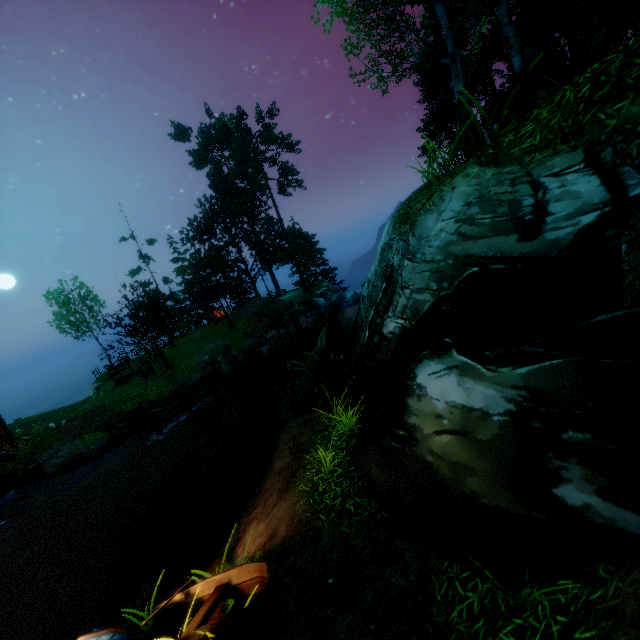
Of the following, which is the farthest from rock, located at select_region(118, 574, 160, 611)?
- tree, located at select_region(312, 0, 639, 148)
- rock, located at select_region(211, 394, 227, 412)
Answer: tree, located at select_region(312, 0, 639, 148)

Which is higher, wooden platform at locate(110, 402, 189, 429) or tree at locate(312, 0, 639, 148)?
tree at locate(312, 0, 639, 148)

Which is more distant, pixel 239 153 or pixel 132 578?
pixel 239 153

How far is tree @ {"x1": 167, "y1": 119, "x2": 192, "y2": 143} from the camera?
38.6 meters

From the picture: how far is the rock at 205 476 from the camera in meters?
13.4 m

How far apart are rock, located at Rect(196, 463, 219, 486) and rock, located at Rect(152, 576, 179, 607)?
6.71m

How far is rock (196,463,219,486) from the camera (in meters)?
13.39

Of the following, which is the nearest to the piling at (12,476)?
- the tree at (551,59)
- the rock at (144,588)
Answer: the tree at (551,59)
